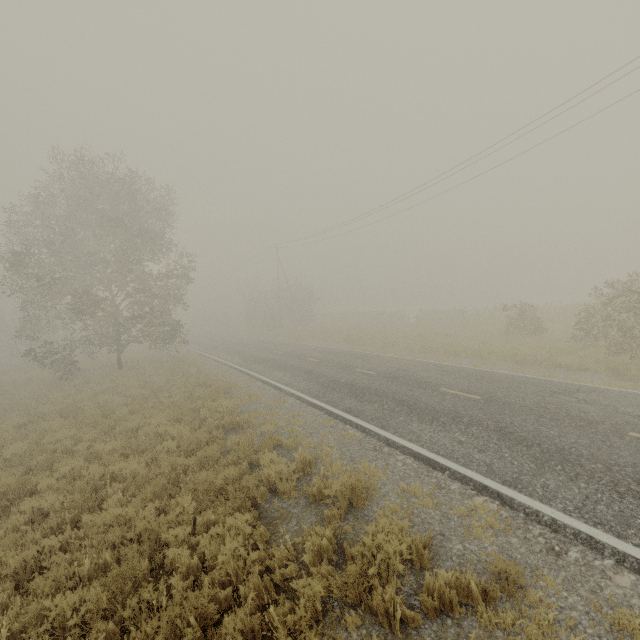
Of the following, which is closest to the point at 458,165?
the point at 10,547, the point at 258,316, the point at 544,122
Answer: the point at 544,122
